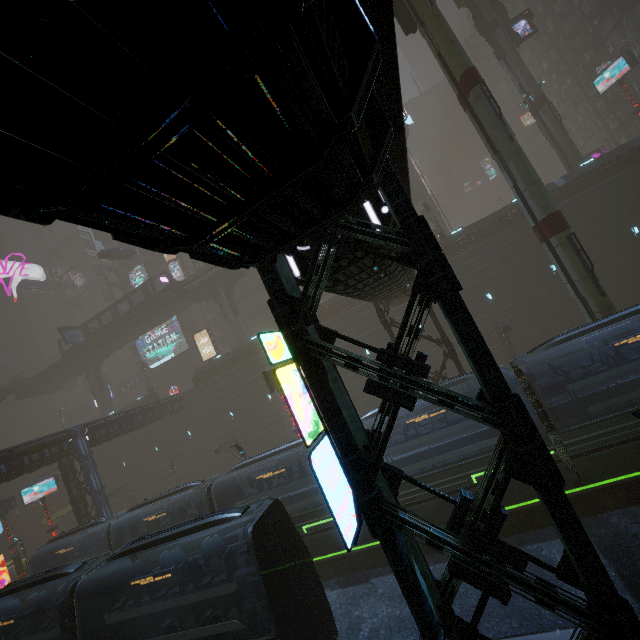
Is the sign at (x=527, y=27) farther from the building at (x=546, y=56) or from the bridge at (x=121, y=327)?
the bridge at (x=121, y=327)

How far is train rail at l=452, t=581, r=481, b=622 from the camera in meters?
10.5

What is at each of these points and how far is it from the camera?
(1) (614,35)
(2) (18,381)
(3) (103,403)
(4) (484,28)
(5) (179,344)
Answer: (1) building, 42.0 meters
(2) stairs, 46.5 meters
(3) sm, 48.0 meters
(4) building structure, 31.5 meters
(5) sign, 52.1 meters

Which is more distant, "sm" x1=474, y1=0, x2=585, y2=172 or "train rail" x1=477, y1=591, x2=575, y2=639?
"sm" x1=474, y1=0, x2=585, y2=172

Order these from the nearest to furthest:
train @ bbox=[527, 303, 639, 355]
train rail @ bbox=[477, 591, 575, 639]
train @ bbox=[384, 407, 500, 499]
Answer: train rail @ bbox=[477, 591, 575, 639] < train @ bbox=[527, 303, 639, 355] < train @ bbox=[384, 407, 500, 499]

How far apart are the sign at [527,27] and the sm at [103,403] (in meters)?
65.93

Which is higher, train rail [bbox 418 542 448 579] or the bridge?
the bridge

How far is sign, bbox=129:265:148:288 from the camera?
52.3 meters
